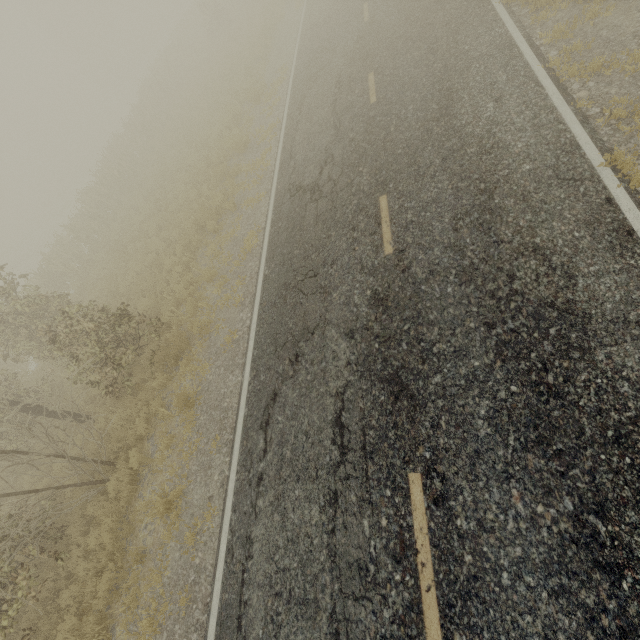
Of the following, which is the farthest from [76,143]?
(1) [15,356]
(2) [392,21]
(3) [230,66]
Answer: (2) [392,21]

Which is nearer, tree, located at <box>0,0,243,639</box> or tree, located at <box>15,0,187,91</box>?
tree, located at <box>0,0,243,639</box>

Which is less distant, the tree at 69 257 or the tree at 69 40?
the tree at 69 257
